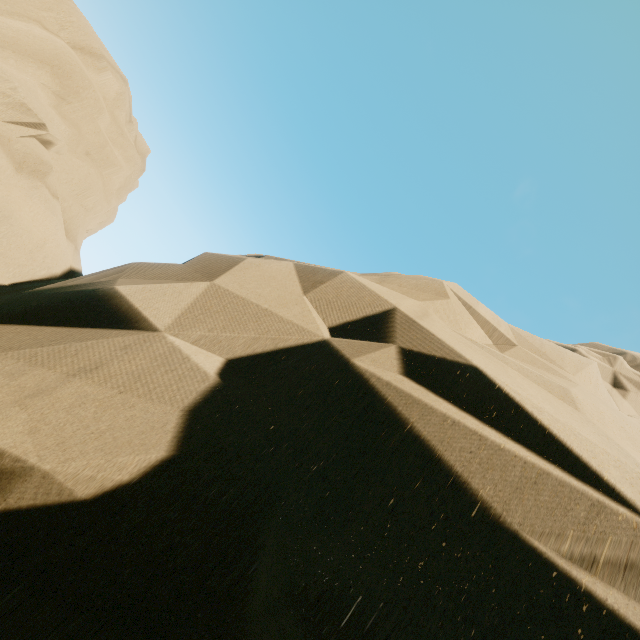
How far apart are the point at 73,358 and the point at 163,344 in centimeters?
61cm
